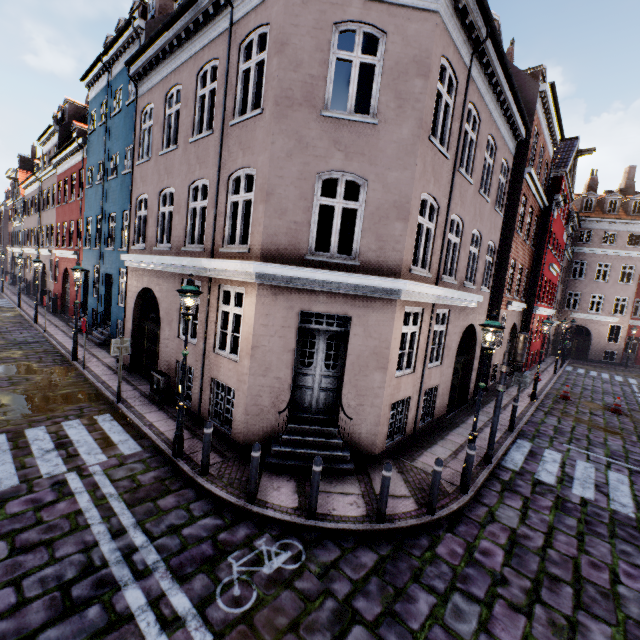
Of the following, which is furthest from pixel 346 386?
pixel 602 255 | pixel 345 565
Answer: pixel 602 255

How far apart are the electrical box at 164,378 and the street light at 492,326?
8.4m

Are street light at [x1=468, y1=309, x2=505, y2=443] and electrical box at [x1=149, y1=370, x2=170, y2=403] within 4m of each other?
no

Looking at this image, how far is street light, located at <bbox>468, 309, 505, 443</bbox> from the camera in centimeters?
677cm

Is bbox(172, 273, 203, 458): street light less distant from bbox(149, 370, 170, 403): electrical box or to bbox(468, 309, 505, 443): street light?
bbox(149, 370, 170, 403): electrical box

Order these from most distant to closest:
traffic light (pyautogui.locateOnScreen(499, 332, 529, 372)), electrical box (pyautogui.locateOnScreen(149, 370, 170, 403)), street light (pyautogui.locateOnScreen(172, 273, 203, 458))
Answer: electrical box (pyautogui.locateOnScreen(149, 370, 170, 403)) → traffic light (pyautogui.locateOnScreen(499, 332, 529, 372)) → street light (pyautogui.locateOnScreen(172, 273, 203, 458))

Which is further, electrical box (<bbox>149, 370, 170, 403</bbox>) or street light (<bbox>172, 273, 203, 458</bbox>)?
electrical box (<bbox>149, 370, 170, 403</bbox>)

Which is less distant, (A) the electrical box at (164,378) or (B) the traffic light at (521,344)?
(B) the traffic light at (521,344)
